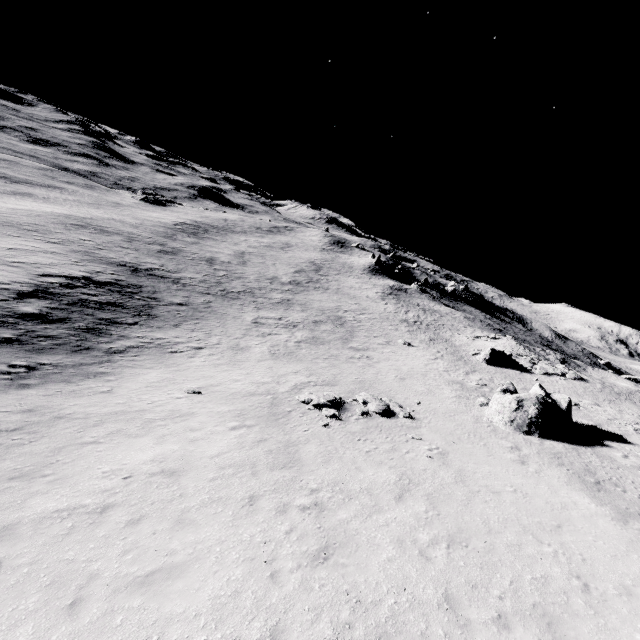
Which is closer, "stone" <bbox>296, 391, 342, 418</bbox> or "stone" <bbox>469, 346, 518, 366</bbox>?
→ "stone" <bbox>296, 391, 342, 418</bbox>

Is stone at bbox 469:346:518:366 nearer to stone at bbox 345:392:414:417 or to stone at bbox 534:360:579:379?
stone at bbox 534:360:579:379

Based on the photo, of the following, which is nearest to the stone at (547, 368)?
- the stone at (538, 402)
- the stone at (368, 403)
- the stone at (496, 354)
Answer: the stone at (496, 354)

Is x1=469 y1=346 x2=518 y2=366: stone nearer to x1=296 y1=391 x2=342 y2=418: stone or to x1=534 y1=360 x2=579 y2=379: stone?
x1=534 y1=360 x2=579 y2=379: stone

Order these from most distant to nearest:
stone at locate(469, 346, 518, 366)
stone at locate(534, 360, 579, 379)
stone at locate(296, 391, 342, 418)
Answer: stone at locate(469, 346, 518, 366), stone at locate(534, 360, 579, 379), stone at locate(296, 391, 342, 418)

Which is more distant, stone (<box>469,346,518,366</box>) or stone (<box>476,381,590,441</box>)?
stone (<box>469,346,518,366</box>)

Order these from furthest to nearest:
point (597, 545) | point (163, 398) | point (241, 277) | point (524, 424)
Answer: point (241, 277) < point (524, 424) < point (163, 398) < point (597, 545)

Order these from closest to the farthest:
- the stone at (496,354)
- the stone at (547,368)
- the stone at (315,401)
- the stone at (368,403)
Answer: the stone at (315,401) < the stone at (368,403) < the stone at (547,368) < the stone at (496,354)
